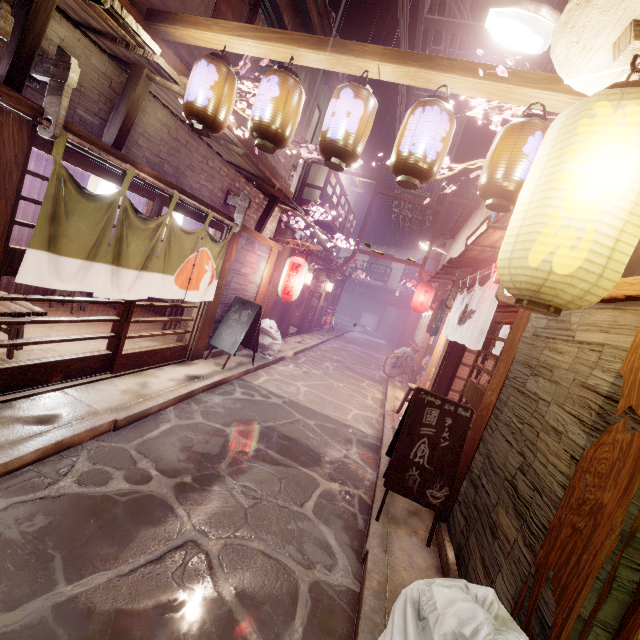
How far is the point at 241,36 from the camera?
6.0m

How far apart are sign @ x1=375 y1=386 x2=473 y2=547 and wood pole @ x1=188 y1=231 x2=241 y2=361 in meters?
7.7 m

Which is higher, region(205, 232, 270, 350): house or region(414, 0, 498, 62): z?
region(414, 0, 498, 62): z

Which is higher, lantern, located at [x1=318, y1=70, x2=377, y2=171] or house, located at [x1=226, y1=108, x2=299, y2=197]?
house, located at [x1=226, y1=108, x2=299, y2=197]

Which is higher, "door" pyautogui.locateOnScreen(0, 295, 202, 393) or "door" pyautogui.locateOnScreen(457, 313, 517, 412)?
"door" pyautogui.locateOnScreen(457, 313, 517, 412)

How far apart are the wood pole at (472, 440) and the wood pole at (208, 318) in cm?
918

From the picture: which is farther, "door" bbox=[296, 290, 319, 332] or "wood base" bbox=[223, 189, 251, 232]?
"door" bbox=[296, 290, 319, 332]

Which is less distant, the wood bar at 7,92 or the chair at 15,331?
the wood bar at 7,92
